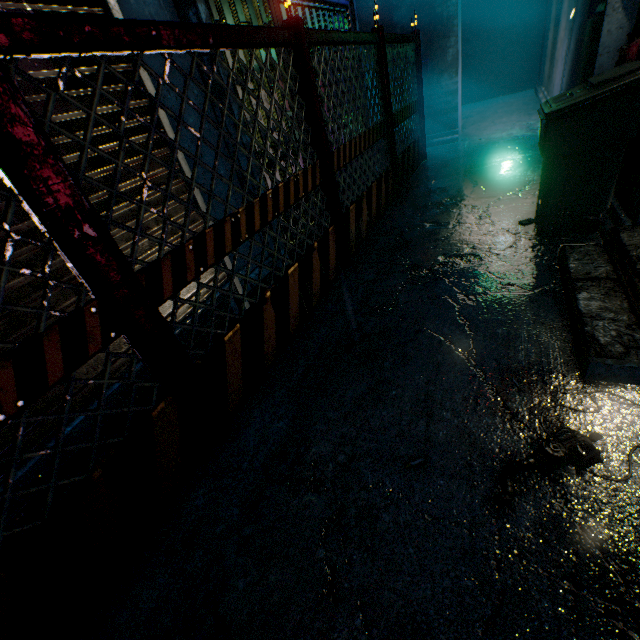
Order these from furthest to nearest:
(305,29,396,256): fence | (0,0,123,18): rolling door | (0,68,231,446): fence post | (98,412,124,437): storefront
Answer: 1. (305,29,396,256): fence
2. (98,412,124,437): storefront
3. (0,0,123,18): rolling door
4. (0,68,231,446): fence post

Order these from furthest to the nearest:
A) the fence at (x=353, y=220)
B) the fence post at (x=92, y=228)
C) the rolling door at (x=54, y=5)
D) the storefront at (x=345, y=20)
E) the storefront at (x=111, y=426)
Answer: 1. the storefront at (x=345, y=20)
2. the fence at (x=353, y=220)
3. the storefront at (x=111, y=426)
4. the rolling door at (x=54, y=5)
5. the fence post at (x=92, y=228)

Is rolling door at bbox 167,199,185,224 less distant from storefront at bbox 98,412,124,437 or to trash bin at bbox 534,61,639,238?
storefront at bbox 98,412,124,437

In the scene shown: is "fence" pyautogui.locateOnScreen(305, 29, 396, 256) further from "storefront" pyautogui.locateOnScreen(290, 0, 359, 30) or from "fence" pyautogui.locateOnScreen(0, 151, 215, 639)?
"fence" pyautogui.locateOnScreen(0, 151, 215, 639)

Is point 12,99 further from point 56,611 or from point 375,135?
point 375,135

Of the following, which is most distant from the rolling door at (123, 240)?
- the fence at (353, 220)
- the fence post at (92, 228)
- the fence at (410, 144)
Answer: the fence at (410, 144)

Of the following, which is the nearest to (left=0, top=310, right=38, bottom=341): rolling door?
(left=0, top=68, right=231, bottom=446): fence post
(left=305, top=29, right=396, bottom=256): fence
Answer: (left=0, top=68, right=231, bottom=446): fence post

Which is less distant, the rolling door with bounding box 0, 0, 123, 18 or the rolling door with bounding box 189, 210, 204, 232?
the rolling door with bounding box 0, 0, 123, 18
